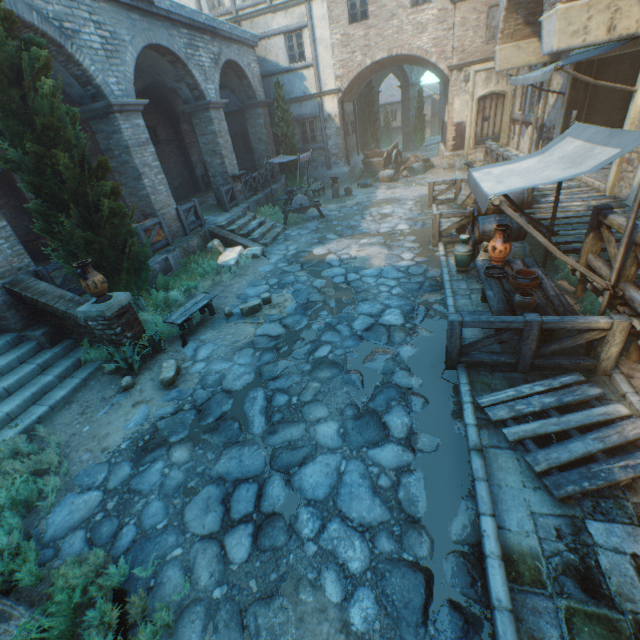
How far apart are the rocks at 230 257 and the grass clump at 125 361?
3.9m

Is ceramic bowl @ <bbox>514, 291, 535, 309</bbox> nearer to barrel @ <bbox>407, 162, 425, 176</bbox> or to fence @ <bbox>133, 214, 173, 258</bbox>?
fence @ <bbox>133, 214, 173, 258</bbox>

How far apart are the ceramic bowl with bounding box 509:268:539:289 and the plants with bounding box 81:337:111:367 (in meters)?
7.84

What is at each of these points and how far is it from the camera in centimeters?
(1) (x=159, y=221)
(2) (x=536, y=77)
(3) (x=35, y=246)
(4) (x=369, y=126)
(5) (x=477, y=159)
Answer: (1) fence, 1007cm
(2) awning, 815cm
(3) ceramic pot, 1099cm
(4) tree, 2481cm
(5) stairs, 1722cm

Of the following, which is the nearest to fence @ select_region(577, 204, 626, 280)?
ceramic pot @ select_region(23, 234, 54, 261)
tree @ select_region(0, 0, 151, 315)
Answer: tree @ select_region(0, 0, 151, 315)

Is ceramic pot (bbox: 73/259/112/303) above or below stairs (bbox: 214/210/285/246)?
above

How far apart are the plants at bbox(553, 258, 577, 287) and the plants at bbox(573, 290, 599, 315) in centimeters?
21cm

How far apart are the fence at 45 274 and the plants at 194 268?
0.59m
